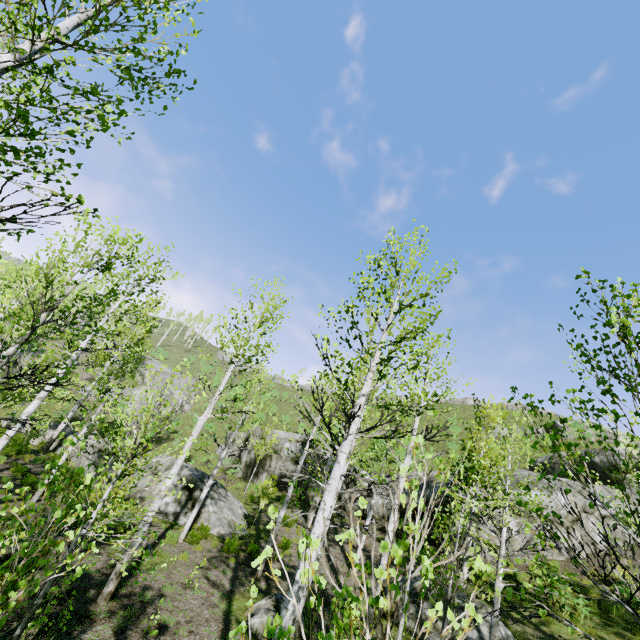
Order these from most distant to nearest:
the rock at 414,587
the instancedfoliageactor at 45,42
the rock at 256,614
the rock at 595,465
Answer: the rock at 595,465 < the rock at 414,587 < the rock at 256,614 < the instancedfoliageactor at 45,42

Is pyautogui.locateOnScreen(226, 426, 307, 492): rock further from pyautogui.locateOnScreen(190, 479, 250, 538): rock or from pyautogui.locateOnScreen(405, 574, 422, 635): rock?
pyautogui.locateOnScreen(405, 574, 422, 635): rock

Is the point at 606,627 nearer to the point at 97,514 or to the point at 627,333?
the point at 627,333

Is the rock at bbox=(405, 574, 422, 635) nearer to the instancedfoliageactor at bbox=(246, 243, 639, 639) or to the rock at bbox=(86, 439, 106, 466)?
the instancedfoliageactor at bbox=(246, 243, 639, 639)

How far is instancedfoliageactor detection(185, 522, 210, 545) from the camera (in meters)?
11.97

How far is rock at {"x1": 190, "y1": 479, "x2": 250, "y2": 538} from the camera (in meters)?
13.91

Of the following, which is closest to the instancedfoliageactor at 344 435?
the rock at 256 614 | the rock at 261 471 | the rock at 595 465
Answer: the rock at 256 614
